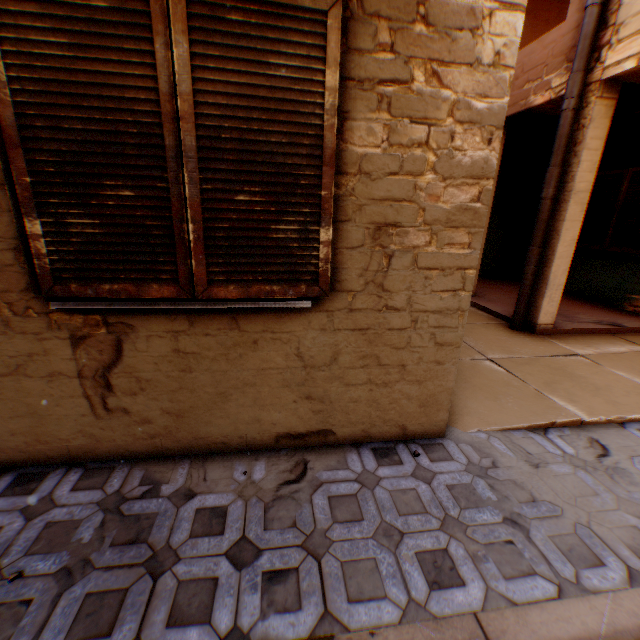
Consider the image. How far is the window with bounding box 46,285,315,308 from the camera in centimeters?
190cm

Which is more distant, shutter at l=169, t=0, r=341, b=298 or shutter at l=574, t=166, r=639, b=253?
shutter at l=574, t=166, r=639, b=253

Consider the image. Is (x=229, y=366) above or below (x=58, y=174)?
below

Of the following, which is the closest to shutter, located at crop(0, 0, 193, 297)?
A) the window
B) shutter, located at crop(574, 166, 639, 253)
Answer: the window

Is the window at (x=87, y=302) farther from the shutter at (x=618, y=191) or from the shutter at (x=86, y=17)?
the shutter at (x=618, y=191)

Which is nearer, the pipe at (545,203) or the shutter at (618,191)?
the pipe at (545,203)

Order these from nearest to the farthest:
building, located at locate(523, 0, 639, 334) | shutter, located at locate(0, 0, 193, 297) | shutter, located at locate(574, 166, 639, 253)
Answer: shutter, located at locate(0, 0, 193, 297) → building, located at locate(523, 0, 639, 334) → shutter, located at locate(574, 166, 639, 253)

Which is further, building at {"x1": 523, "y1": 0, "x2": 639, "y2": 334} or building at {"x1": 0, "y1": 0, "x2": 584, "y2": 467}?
building at {"x1": 523, "y1": 0, "x2": 639, "y2": 334}
